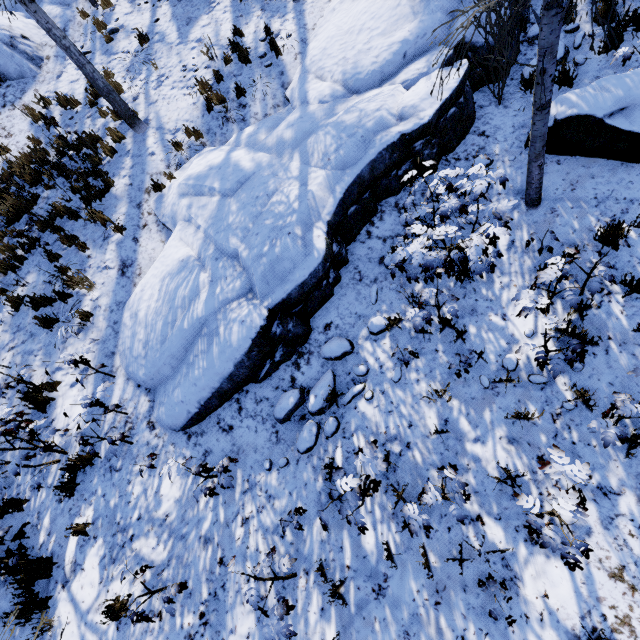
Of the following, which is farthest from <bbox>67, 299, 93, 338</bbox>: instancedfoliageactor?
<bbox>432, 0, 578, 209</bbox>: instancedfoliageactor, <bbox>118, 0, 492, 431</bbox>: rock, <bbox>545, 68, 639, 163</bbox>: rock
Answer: <bbox>545, 68, 639, 163</bbox>: rock

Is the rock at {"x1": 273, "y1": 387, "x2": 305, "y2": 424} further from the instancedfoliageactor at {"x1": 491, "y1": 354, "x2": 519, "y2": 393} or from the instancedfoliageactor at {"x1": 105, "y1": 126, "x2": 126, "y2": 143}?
the instancedfoliageactor at {"x1": 491, "y1": 354, "x2": 519, "y2": 393}

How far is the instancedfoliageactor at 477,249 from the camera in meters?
3.7

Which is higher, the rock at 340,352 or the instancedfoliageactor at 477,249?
the instancedfoliageactor at 477,249

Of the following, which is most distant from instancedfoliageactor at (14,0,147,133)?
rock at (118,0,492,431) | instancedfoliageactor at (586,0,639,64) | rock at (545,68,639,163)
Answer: rock at (545,68,639,163)

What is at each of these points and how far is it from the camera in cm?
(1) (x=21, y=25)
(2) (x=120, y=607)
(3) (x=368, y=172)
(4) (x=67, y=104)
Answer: (1) rock, 1034
(2) instancedfoliageactor, 428
(3) rock, 549
(4) instancedfoliageactor, 931

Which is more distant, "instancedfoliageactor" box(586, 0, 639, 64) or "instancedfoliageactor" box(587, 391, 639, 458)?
"instancedfoliageactor" box(587, 391, 639, 458)

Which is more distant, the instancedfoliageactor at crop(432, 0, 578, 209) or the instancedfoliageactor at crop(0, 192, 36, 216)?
the instancedfoliageactor at crop(0, 192, 36, 216)
